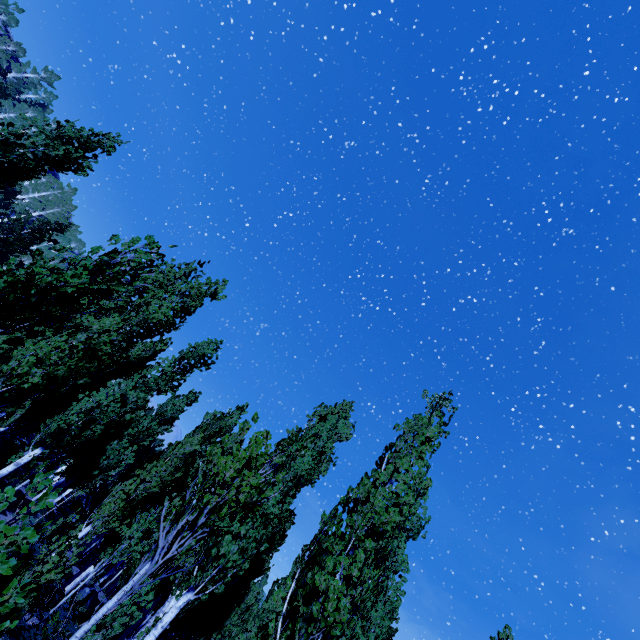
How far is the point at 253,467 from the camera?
5.1 meters
